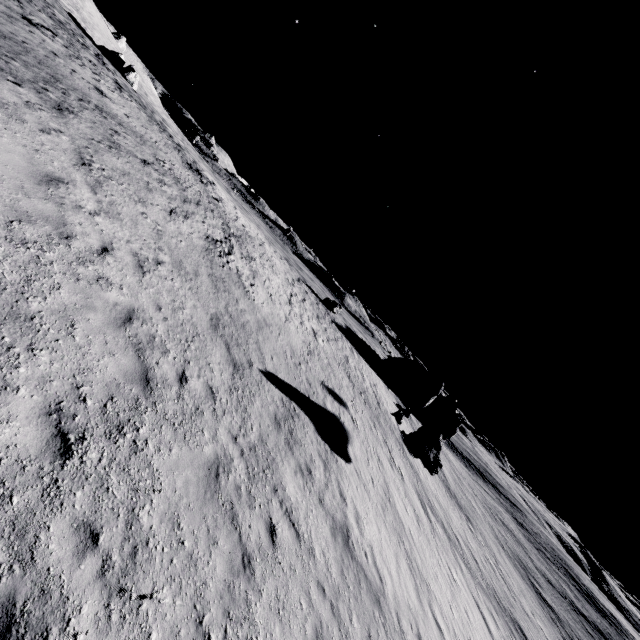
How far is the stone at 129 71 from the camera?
41.6m

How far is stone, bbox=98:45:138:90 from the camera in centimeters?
4162cm

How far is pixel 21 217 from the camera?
6.6m
